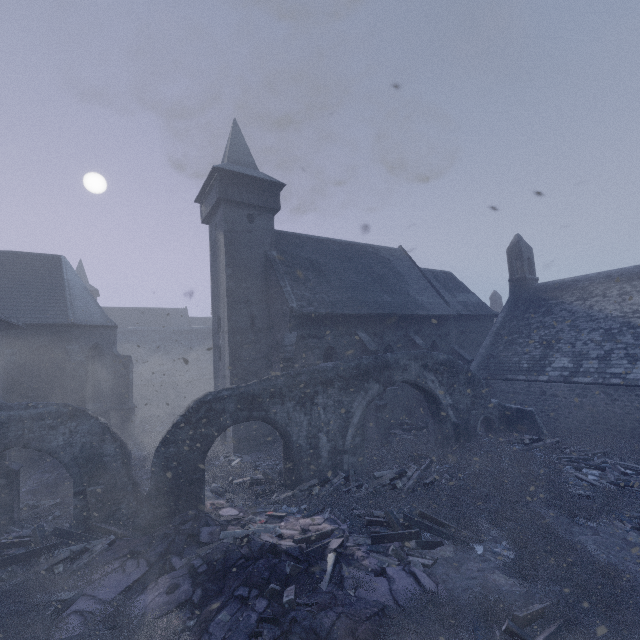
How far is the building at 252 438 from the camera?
16.5 meters

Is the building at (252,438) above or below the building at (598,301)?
below

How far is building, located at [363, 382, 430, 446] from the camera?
16.9 meters

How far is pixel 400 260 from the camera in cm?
2583

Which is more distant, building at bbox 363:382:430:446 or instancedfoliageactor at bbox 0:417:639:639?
building at bbox 363:382:430:446

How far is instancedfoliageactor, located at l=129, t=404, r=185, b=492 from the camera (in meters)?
14.51
